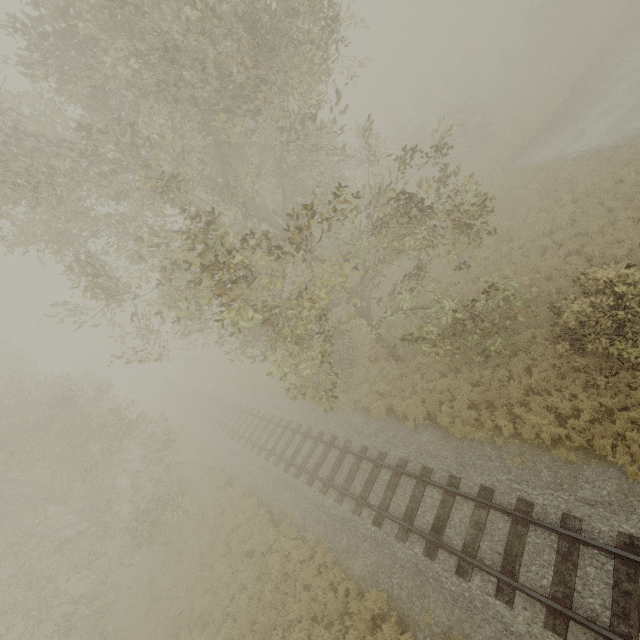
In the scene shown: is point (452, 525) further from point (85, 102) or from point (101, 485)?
point (101, 485)
